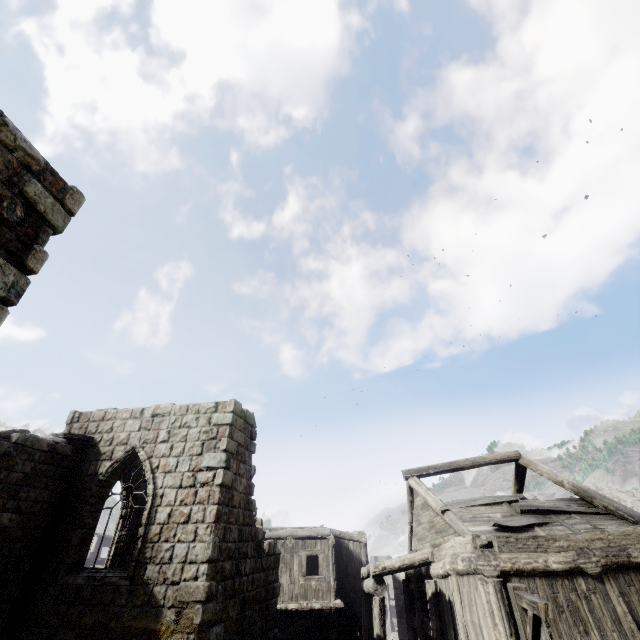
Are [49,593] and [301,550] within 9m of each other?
no

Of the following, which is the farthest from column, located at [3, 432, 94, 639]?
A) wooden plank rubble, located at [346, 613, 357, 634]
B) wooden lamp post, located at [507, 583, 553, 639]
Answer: wooden plank rubble, located at [346, 613, 357, 634]

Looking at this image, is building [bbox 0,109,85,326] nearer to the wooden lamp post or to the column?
the column

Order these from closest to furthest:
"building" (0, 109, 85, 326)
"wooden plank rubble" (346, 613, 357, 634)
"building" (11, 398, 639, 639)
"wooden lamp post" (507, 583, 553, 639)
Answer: "building" (0, 109, 85, 326), "wooden lamp post" (507, 583, 553, 639), "building" (11, 398, 639, 639), "wooden plank rubble" (346, 613, 357, 634)

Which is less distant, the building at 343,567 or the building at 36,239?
the building at 36,239

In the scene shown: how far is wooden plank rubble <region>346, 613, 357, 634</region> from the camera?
17.9 meters

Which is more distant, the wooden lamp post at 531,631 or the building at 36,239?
the wooden lamp post at 531,631

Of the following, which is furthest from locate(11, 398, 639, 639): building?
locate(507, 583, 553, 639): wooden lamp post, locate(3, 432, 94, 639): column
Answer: locate(507, 583, 553, 639): wooden lamp post
